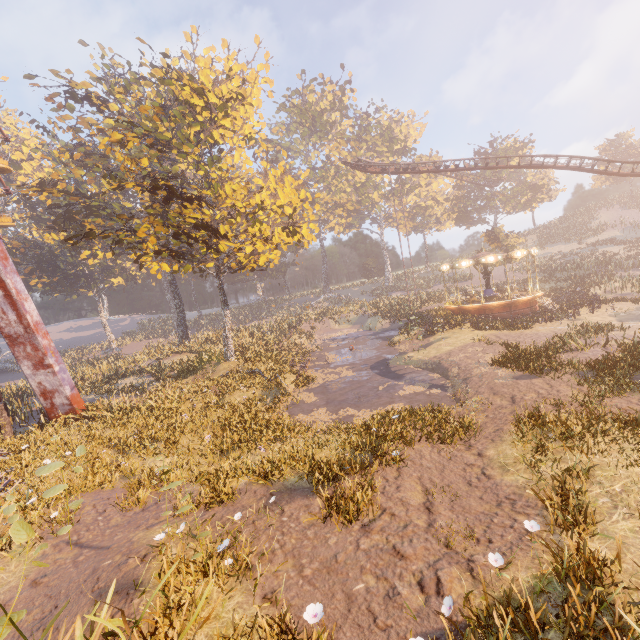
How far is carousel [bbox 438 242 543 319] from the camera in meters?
25.2 m

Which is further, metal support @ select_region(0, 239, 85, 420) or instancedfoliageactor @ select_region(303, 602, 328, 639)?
metal support @ select_region(0, 239, 85, 420)

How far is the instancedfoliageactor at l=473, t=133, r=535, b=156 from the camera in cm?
5084

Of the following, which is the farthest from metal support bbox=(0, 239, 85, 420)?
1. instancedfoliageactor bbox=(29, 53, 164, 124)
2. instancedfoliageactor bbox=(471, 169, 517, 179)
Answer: instancedfoliageactor bbox=(471, 169, 517, 179)

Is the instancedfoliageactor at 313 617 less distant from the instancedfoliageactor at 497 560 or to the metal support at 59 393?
the instancedfoliageactor at 497 560

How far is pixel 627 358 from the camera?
11.30m

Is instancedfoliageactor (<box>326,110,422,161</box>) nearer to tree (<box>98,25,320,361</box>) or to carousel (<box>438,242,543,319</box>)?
carousel (<box>438,242,543,319</box>)

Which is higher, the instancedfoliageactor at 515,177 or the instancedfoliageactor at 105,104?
the instancedfoliageactor at 105,104
